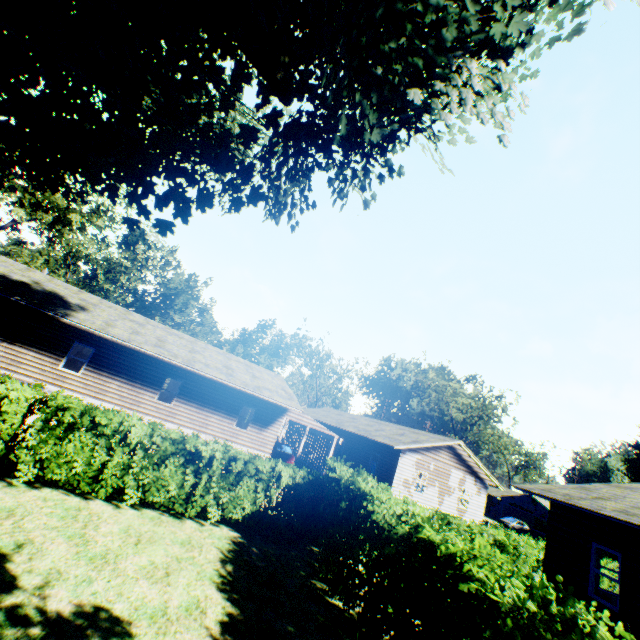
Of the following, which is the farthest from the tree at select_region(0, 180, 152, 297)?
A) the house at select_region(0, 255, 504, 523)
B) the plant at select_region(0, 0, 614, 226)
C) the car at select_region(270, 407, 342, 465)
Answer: the car at select_region(270, 407, 342, 465)

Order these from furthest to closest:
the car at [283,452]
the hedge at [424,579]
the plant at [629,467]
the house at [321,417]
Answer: the plant at [629,467]
the car at [283,452]
the house at [321,417]
the hedge at [424,579]

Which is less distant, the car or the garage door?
the car

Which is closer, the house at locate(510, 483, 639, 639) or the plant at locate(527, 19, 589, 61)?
the plant at locate(527, 19, 589, 61)

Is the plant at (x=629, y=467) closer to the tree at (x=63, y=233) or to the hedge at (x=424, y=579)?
the hedge at (x=424, y=579)

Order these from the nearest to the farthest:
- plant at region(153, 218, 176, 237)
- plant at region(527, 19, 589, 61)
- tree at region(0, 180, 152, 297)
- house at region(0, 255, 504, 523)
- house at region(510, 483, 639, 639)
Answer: plant at region(527, 19, 589, 61) → house at region(510, 483, 639, 639) → plant at region(153, 218, 176, 237) → house at region(0, 255, 504, 523) → tree at region(0, 180, 152, 297)

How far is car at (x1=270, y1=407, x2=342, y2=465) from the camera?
22.8m

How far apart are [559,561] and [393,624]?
10.2m
